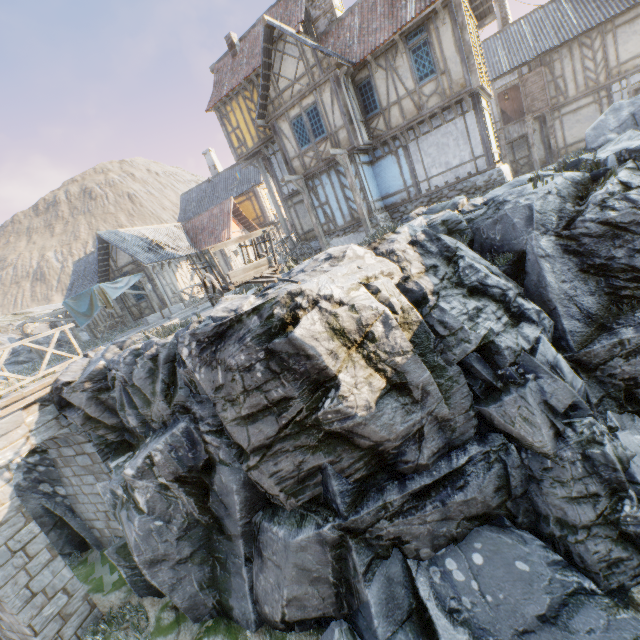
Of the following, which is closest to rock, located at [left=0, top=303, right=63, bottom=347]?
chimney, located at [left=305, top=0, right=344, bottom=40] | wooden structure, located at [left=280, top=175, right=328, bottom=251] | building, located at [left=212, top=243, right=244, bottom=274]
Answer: building, located at [left=212, top=243, right=244, bottom=274]

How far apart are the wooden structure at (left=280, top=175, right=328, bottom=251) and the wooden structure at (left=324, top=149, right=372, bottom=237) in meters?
2.3 m

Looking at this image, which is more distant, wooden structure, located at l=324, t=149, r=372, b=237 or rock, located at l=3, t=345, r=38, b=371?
rock, located at l=3, t=345, r=38, b=371

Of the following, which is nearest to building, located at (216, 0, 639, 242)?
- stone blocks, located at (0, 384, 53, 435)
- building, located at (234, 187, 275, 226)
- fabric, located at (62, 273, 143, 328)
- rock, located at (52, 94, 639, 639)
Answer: rock, located at (52, 94, 639, 639)

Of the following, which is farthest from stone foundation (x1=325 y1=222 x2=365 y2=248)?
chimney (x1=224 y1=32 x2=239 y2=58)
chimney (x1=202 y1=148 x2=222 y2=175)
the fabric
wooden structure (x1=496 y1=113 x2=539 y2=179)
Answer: chimney (x1=202 y1=148 x2=222 y2=175)

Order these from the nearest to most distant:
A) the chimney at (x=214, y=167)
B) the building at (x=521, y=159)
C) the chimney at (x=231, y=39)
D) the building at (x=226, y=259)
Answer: the chimney at (x=231, y=39) < the building at (x=521, y=159) < the building at (x=226, y=259) < the chimney at (x=214, y=167)

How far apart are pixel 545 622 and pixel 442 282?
6.52m

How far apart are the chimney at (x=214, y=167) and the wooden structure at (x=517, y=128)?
A: 22.87m
